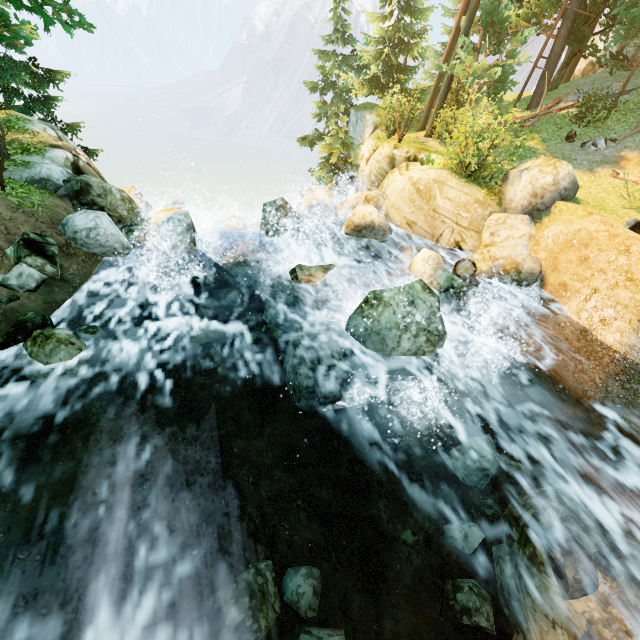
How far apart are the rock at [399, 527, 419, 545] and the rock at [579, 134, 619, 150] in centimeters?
1835cm

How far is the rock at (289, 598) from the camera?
4.2 meters

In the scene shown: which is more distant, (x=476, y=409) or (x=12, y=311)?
(x=476, y=409)

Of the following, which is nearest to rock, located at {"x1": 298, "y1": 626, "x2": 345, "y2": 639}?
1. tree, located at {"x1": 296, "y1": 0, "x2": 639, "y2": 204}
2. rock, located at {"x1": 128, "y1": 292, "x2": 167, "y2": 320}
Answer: rock, located at {"x1": 128, "y1": 292, "x2": 167, "y2": 320}

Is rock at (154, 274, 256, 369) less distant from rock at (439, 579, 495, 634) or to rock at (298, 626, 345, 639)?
rock at (439, 579, 495, 634)

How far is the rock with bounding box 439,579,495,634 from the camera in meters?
4.7

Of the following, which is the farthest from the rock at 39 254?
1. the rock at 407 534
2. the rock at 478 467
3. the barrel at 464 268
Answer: the barrel at 464 268

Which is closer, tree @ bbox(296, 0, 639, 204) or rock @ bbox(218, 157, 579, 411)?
rock @ bbox(218, 157, 579, 411)
